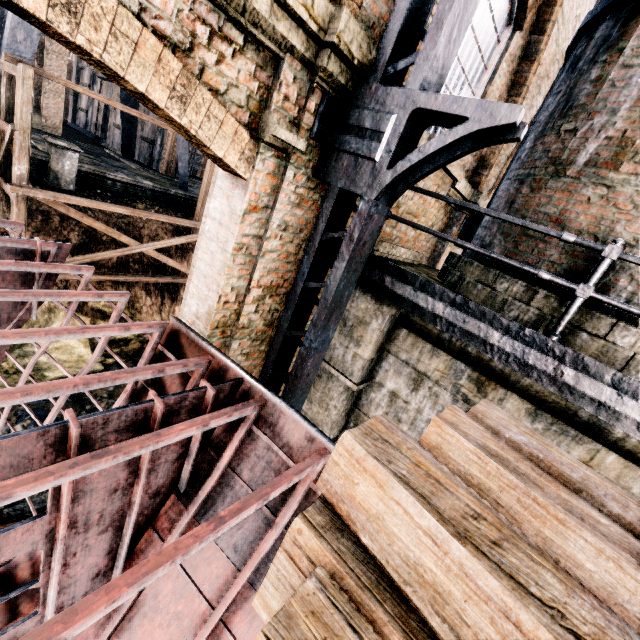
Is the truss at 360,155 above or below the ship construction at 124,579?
above

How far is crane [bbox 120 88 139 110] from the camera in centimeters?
2300cm

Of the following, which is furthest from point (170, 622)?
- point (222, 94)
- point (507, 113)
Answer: point (507, 113)

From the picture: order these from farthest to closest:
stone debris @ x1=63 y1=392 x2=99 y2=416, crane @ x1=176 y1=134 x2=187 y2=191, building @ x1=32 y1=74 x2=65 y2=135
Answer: building @ x1=32 y1=74 x2=65 y2=135 → crane @ x1=176 y1=134 x2=187 y2=191 → stone debris @ x1=63 y1=392 x2=99 y2=416

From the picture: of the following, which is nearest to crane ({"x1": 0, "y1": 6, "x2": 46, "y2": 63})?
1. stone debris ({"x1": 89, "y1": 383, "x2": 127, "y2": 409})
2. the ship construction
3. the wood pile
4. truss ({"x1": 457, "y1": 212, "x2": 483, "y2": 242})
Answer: stone debris ({"x1": 89, "y1": 383, "x2": 127, "y2": 409})

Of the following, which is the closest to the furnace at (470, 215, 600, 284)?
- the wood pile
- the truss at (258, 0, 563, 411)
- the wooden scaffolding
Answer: the truss at (258, 0, 563, 411)

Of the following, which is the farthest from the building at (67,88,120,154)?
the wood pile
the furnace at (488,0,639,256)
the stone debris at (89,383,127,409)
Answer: the stone debris at (89,383,127,409)

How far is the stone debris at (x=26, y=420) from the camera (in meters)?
10.48
